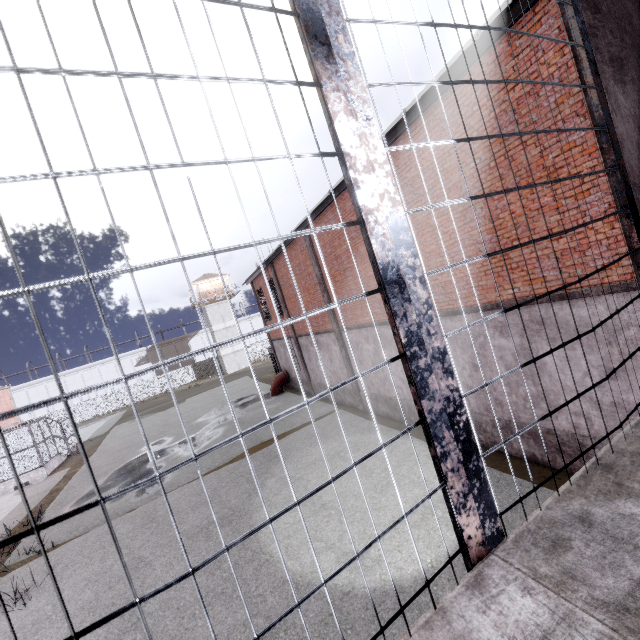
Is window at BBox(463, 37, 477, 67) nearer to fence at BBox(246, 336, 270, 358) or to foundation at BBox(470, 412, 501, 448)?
foundation at BBox(470, 412, 501, 448)

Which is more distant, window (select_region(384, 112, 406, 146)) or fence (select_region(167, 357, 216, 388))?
fence (select_region(167, 357, 216, 388))

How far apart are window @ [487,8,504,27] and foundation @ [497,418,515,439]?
7.7m

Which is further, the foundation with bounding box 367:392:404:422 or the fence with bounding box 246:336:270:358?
the fence with bounding box 246:336:270:358

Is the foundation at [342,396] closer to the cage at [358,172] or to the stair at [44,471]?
the cage at [358,172]

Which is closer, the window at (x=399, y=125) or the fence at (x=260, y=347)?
the window at (x=399, y=125)

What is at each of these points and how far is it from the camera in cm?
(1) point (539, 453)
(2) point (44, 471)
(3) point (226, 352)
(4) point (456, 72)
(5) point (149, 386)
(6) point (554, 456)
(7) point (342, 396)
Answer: (1) foundation, 771
(2) stair, 2188
(3) building, 5003
(4) window, 639
(5) fence, 5062
(6) foundation, 739
(7) foundation, 1680

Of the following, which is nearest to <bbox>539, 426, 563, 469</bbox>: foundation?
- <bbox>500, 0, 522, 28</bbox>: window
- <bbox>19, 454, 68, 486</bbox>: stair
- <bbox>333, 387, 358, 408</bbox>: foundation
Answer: <bbox>333, 387, 358, 408</bbox>: foundation
